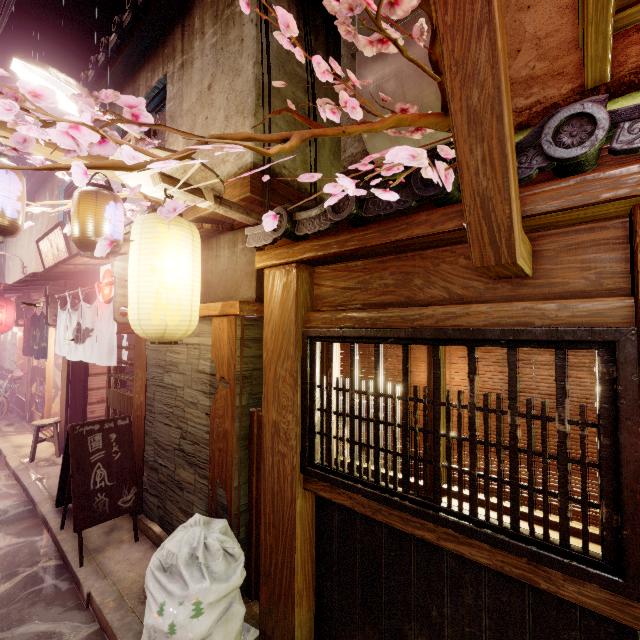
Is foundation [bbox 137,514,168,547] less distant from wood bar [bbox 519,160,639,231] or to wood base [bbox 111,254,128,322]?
wood base [bbox 111,254,128,322]

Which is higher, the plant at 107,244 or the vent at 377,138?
the vent at 377,138

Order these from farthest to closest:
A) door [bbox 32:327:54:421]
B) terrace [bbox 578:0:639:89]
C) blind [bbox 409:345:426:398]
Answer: door [bbox 32:327:54:421], blind [bbox 409:345:426:398], terrace [bbox 578:0:639:89]

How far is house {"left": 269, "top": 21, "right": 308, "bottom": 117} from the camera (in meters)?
6.84

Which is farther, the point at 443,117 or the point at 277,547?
the point at 277,547

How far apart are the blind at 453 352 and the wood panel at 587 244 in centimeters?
59cm

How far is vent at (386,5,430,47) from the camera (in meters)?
4.73
